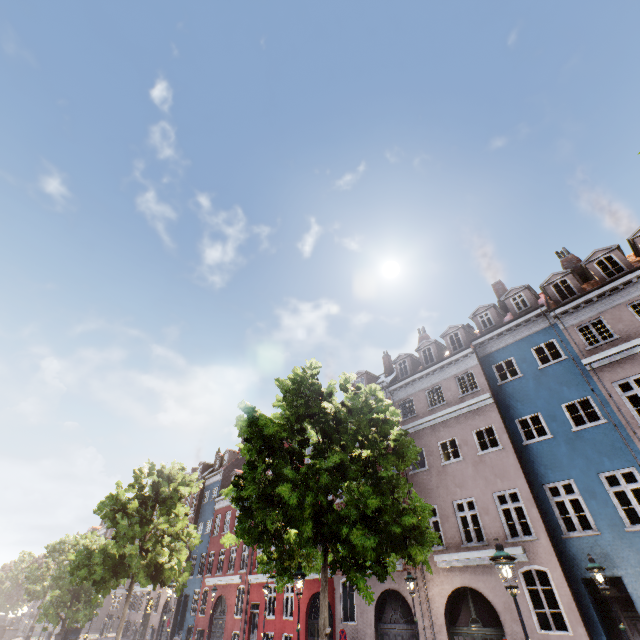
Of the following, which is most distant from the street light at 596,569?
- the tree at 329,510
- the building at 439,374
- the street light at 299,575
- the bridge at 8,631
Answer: the bridge at 8,631

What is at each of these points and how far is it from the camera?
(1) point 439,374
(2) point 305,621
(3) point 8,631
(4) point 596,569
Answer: (1) building, 18.8 meters
(2) building, 19.3 meters
(3) bridge, 35.2 meters
(4) street light, 9.6 meters

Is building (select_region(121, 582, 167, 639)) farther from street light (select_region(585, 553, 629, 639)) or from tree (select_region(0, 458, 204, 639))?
tree (select_region(0, 458, 204, 639))

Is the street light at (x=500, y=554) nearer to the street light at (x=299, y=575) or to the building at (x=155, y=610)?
the building at (x=155, y=610)

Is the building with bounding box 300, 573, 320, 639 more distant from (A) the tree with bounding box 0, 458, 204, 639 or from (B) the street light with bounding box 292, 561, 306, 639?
(B) the street light with bounding box 292, 561, 306, 639

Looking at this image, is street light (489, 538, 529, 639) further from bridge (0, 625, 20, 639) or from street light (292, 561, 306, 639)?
bridge (0, 625, 20, 639)

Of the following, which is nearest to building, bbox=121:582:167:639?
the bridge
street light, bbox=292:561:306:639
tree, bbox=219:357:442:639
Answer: tree, bbox=219:357:442:639
